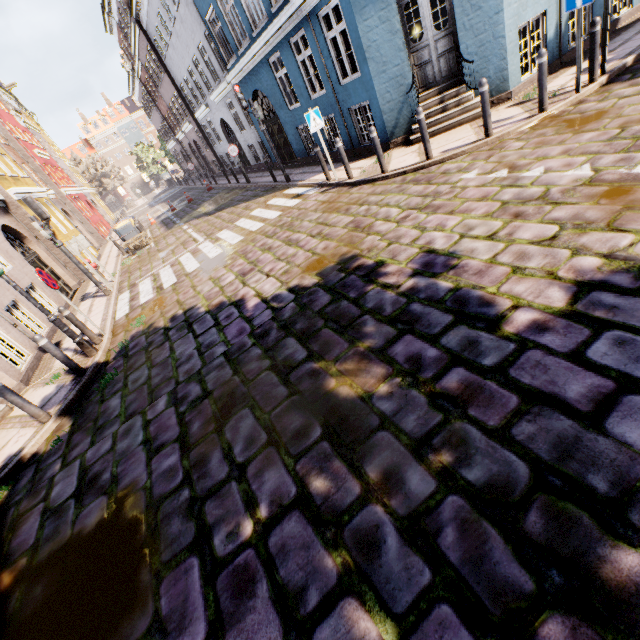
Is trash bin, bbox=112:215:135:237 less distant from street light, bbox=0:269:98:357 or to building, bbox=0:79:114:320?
building, bbox=0:79:114:320

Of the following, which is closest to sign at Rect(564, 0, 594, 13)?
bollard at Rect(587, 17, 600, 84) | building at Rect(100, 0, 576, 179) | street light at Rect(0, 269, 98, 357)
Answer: bollard at Rect(587, 17, 600, 84)

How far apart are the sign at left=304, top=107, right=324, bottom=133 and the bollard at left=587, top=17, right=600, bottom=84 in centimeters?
591cm

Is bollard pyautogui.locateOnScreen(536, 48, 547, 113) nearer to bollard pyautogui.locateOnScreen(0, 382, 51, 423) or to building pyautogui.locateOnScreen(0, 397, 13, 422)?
building pyautogui.locateOnScreen(0, 397, 13, 422)

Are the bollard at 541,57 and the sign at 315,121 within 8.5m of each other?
yes

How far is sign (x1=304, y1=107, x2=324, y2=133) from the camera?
8.8m

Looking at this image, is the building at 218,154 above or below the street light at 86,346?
above

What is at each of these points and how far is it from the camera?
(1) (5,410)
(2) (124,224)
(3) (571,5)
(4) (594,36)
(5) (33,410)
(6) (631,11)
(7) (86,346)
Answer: (1) building, 6.6m
(2) trash bin, 16.8m
(3) sign, 6.0m
(4) bollard, 6.4m
(5) bollard, 5.4m
(6) building, 9.5m
(7) street light, 7.0m
